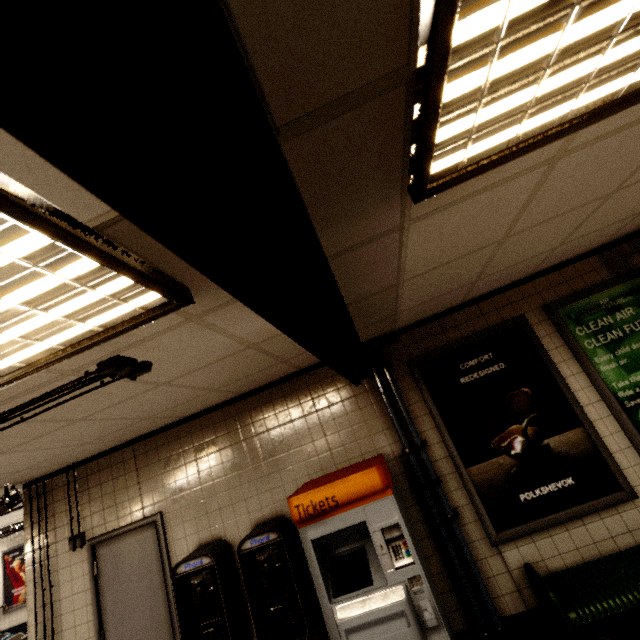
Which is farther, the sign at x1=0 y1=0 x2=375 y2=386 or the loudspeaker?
the loudspeaker

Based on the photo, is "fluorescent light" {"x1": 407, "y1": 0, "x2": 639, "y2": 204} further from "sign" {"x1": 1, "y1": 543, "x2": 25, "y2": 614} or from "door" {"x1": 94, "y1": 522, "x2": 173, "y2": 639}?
"sign" {"x1": 1, "y1": 543, "x2": 25, "y2": 614}

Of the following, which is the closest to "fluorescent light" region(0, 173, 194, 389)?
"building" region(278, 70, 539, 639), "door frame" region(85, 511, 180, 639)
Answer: "building" region(278, 70, 539, 639)

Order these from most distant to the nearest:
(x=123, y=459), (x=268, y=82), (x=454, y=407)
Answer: (x=123, y=459)
(x=454, y=407)
(x=268, y=82)

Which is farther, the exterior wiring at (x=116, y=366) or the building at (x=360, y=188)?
the exterior wiring at (x=116, y=366)

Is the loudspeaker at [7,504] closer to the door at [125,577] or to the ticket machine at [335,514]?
the door at [125,577]

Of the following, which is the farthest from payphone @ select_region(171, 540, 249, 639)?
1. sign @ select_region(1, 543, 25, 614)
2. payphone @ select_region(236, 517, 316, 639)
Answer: sign @ select_region(1, 543, 25, 614)

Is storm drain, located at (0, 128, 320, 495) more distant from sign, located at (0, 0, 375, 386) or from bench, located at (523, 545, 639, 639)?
bench, located at (523, 545, 639, 639)
